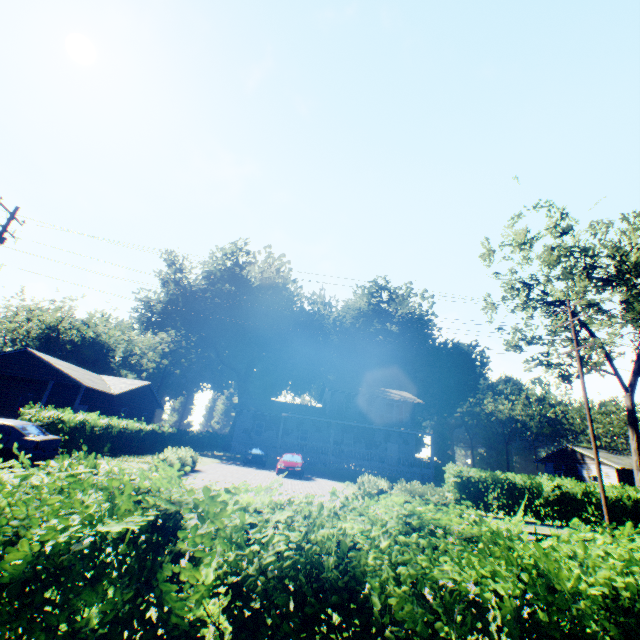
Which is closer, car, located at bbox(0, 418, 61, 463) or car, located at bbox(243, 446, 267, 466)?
car, located at bbox(0, 418, 61, 463)

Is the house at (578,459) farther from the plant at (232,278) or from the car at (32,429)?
the car at (32,429)

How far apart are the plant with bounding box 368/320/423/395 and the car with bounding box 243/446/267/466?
29.14m

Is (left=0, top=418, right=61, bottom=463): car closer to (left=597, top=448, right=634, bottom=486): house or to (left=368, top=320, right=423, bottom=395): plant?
(left=597, top=448, right=634, bottom=486): house

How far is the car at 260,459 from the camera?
29.23m

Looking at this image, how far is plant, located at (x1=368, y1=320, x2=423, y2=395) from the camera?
55.9 meters

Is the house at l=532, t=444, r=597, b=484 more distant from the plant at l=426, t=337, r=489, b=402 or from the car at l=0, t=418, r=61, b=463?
the car at l=0, t=418, r=61, b=463

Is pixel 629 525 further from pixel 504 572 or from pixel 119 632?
pixel 119 632
